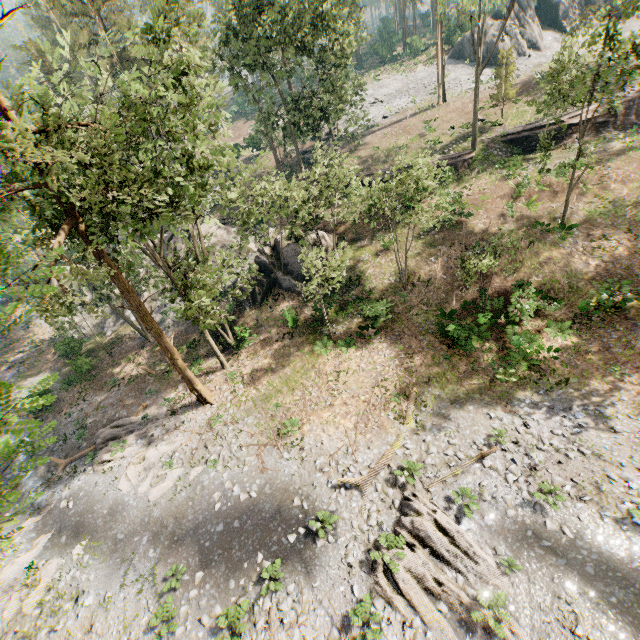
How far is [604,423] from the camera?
14.48m

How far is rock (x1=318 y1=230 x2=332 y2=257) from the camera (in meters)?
26.54

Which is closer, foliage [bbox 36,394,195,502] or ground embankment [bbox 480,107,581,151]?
foliage [bbox 36,394,195,502]

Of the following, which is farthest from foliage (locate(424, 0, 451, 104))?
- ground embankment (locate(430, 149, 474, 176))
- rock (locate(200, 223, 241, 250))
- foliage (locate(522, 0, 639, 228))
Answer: foliage (locate(522, 0, 639, 228))

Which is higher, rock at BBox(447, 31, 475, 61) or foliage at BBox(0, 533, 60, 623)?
rock at BBox(447, 31, 475, 61)

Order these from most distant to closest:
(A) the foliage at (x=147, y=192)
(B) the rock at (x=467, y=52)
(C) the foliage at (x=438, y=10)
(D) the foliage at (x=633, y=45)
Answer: (B) the rock at (x=467, y=52) → (C) the foliage at (x=438, y=10) → (D) the foliage at (x=633, y=45) → (A) the foliage at (x=147, y=192)

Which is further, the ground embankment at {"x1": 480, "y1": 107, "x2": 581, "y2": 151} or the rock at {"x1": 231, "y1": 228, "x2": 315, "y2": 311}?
the ground embankment at {"x1": 480, "y1": 107, "x2": 581, "y2": 151}

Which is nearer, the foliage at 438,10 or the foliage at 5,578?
the foliage at 5,578
